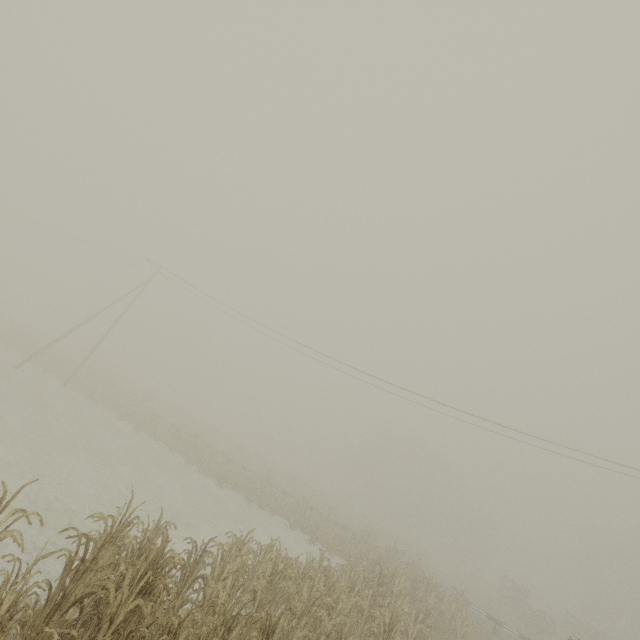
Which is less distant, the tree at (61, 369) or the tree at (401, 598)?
the tree at (401, 598)

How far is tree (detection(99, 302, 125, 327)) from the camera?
57.4m

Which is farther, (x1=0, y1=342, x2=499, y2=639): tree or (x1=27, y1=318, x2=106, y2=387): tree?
(x1=27, y1=318, x2=106, y2=387): tree

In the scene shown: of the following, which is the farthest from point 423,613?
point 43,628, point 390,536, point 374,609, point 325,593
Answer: point 390,536

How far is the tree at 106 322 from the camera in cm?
5743

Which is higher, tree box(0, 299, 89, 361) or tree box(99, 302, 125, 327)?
tree box(99, 302, 125, 327)

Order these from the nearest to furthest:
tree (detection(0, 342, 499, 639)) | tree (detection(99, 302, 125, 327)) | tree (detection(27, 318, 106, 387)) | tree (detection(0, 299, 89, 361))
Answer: tree (detection(0, 342, 499, 639)) < tree (detection(27, 318, 106, 387)) < tree (detection(0, 299, 89, 361)) < tree (detection(99, 302, 125, 327))
